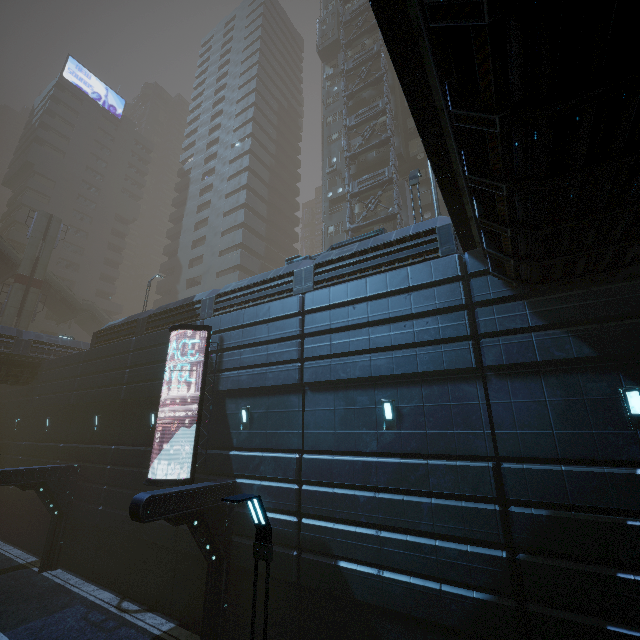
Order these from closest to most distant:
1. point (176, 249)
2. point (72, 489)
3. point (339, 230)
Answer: point (72, 489) → point (339, 230) → point (176, 249)

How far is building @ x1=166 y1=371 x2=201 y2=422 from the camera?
14.7 meters

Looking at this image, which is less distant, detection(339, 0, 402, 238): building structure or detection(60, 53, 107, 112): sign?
detection(339, 0, 402, 238): building structure

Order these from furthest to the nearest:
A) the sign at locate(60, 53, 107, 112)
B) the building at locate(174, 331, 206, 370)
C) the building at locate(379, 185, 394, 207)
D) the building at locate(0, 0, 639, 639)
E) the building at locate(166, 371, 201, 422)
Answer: the sign at locate(60, 53, 107, 112) → the building at locate(379, 185, 394, 207) → the building at locate(174, 331, 206, 370) → the building at locate(166, 371, 201, 422) → the building at locate(0, 0, 639, 639)

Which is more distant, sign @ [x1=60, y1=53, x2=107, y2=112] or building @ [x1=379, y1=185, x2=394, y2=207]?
sign @ [x1=60, y1=53, x2=107, y2=112]

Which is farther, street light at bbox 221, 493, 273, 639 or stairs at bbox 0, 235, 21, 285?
stairs at bbox 0, 235, 21, 285

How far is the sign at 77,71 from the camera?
55.2m

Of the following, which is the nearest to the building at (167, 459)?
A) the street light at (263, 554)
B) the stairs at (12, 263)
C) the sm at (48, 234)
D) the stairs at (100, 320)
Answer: the stairs at (100, 320)
